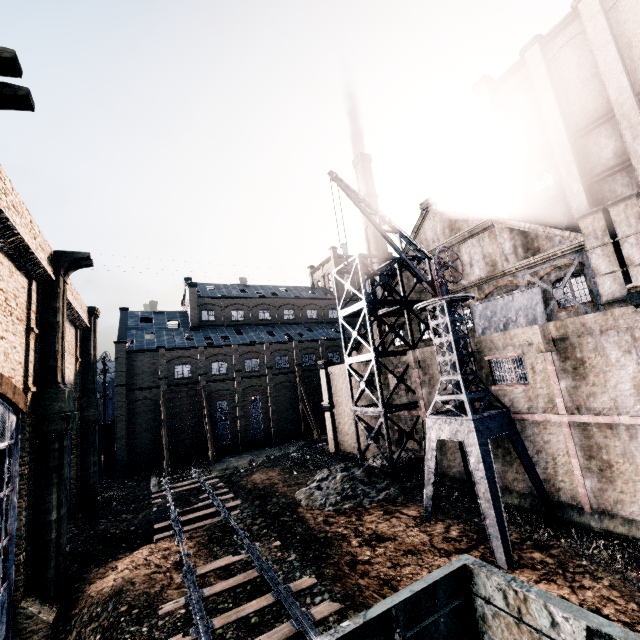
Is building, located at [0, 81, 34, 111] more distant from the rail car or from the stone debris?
the rail car

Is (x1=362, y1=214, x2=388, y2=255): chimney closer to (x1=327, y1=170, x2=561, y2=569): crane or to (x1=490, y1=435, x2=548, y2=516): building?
(x1=490, y1=435, x2=548, y2=516): building

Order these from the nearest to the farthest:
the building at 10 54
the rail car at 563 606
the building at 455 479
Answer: the rail car at 563 606, the building at 10 54, the building at 455 479

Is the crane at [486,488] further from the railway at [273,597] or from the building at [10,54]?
the railway at [273,597]

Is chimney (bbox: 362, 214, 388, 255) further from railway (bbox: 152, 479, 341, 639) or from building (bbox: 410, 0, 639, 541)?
railway (bbox: 152, 479, 341, 639)

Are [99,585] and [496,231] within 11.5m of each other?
no

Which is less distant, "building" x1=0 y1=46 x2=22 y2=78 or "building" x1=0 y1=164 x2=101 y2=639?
"building" x1=0 y1=46 x2=22 y2=78
